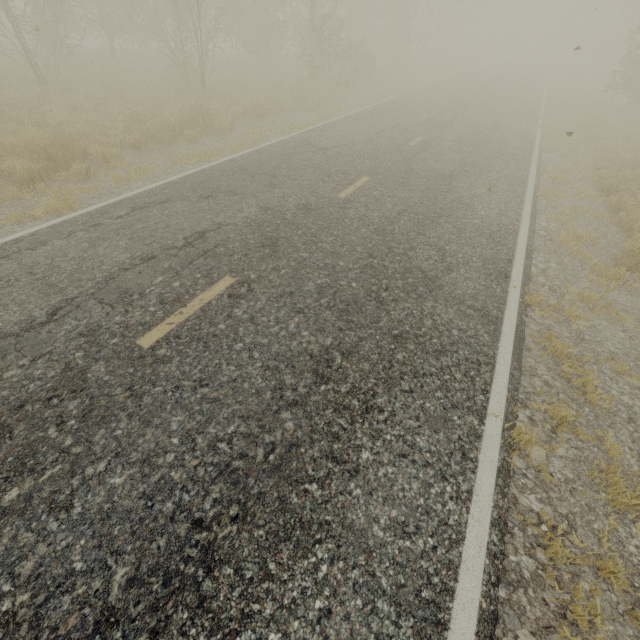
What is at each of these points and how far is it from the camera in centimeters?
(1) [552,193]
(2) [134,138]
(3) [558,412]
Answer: (1) tree, 829cm
(2) tree, 876cm
(3) tree, 342cm

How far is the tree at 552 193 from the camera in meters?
8.2

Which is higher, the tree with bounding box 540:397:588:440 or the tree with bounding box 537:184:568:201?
the tree with bounding box 537:184:568:201

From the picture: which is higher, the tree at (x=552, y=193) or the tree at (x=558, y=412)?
the tree at (x=552, y=193)

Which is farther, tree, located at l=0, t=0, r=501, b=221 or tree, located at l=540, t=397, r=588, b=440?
tree, located at l=0, t=0, r=501, b=221

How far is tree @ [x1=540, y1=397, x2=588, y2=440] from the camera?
3.3m

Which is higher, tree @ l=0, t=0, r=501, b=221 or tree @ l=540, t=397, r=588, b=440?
tree @ l=0, t=0, r=501, b=221
